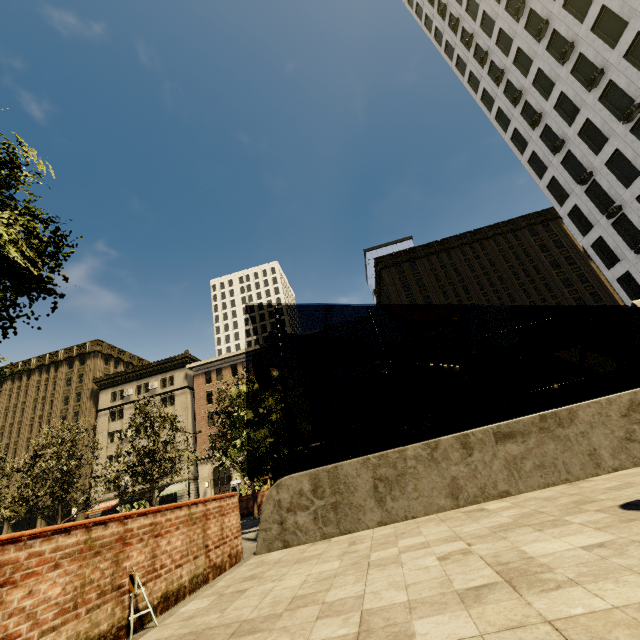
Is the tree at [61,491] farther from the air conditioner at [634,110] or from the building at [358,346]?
the air conditioner at [634,110]

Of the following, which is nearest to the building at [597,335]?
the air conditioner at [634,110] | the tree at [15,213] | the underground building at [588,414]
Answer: the tree at [15,213]

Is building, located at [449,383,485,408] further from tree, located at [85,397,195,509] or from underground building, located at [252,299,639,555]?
underground building, located at [252,299,639,555]

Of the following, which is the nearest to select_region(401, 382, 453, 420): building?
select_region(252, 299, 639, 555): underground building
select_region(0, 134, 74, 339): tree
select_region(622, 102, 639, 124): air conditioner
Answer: select_region(0, 134, 74, 339): tree

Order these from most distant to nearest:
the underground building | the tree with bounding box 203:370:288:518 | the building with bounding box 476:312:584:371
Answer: the building with bounding box 476:312:584:371
the tree with bounding box 203:370:288:518
the underground building

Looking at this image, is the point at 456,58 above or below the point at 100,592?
above
